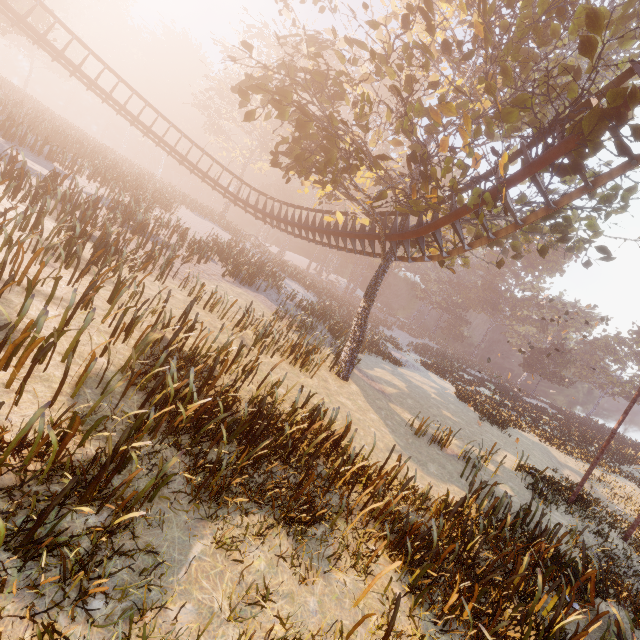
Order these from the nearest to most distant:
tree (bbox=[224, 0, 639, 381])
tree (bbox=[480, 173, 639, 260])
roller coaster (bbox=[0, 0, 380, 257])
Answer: tree (bbox=[224, 0, 639, 381]) → tree (bbox=[480, 173, 639, 260]) → roller coaster (bbox=[0, 0, 380, 257])

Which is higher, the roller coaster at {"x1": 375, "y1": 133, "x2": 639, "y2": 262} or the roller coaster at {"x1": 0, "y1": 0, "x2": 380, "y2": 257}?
the roller coaster at {"x1": 375, "y1": 133, "x2": 639, "y2": 262}

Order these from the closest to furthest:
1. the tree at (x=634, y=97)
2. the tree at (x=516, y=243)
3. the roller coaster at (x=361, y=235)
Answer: the tree at (x=634, y=97) → the tree at (x=516, y=243) → the roller coaster at (x=361, y=235)

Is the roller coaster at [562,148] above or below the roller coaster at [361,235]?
above

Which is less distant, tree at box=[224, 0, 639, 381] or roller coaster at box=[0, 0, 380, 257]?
tree at box=[224, 0, 639, 381]

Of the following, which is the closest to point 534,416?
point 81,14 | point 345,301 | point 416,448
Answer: point 416,448
